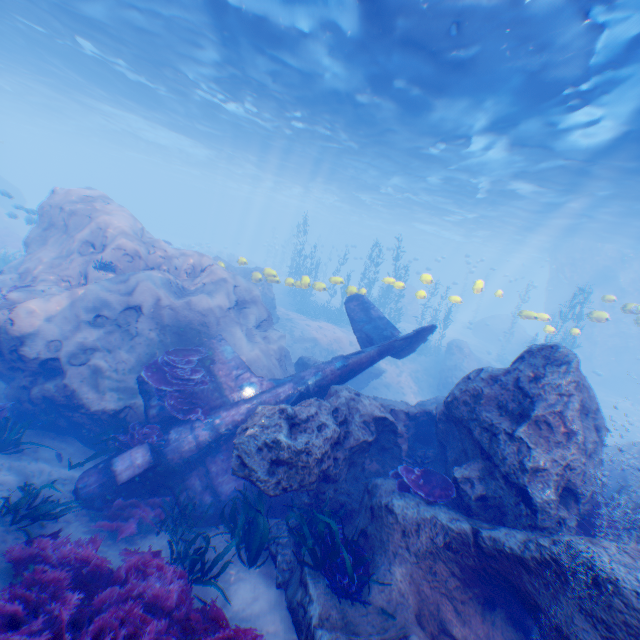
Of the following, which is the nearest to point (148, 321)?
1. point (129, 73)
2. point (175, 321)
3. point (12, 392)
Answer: point (175, 321)

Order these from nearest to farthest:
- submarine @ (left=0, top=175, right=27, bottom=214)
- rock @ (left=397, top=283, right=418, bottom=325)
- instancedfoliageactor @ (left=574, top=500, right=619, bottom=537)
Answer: instancedfoliageactor @ (left=574, top=500, right=619, bottom=537)
submarine @ (left=0, top=175, right=27, bottom=214)
rock @ (left=397, top=283, right=418, bottom=325)

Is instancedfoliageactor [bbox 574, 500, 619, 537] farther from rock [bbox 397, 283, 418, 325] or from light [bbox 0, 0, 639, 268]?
light [bbox 0, 0, 639, 268]

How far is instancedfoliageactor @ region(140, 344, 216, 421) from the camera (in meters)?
7.96

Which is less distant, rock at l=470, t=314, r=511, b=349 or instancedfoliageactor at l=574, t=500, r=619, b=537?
instancedfoliageactor at l=574, t=500, r=619, b=537

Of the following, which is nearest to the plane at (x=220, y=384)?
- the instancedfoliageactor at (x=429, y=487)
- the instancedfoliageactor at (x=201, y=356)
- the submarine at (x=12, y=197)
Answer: the instancedfoliageactor at (x=201, y=356)

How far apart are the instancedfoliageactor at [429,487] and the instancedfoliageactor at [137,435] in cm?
531

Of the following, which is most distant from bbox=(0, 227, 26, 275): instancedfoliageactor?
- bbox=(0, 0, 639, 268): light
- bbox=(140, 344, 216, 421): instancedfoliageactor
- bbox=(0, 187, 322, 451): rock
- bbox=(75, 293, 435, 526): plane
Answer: bbox=(75, 293, 435, 526): plane
